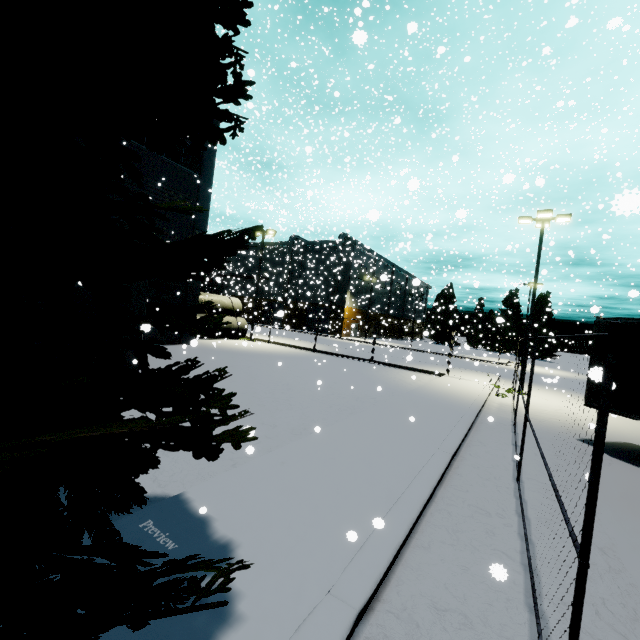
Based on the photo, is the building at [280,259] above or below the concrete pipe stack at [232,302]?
above

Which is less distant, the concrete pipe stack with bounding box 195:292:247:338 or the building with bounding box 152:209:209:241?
the building with bounding box 152:209:209:241

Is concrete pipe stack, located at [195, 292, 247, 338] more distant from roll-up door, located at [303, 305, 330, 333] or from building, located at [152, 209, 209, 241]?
roll-up door, located at [303, 305, 330, 333]

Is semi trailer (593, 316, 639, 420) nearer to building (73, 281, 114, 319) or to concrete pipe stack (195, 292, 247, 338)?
building (73, 281, 114, 319)

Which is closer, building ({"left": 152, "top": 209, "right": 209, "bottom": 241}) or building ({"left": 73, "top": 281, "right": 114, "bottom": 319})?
building ({"left": 73, "top": 281, "right": 114, "bottom": 319})

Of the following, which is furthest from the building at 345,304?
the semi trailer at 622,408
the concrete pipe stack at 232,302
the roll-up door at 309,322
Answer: the concrete pipe stack at 232,302

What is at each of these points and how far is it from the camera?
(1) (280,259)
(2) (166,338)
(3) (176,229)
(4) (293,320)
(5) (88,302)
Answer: (1) building, 42.22m
(2) building, 20.05m
(3) building, 19.83m
(4) building, 17.20m
(5) building, 9.27m
